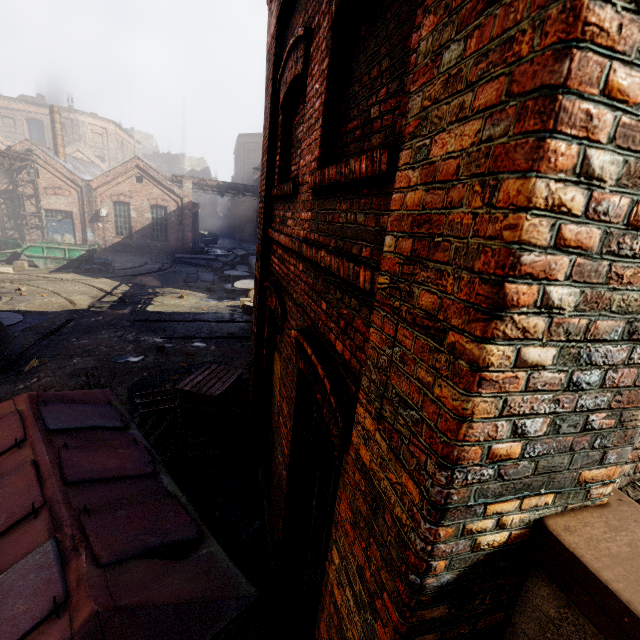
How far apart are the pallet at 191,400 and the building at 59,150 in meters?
28.0 m

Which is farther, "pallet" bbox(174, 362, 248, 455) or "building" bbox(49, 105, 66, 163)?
"building" bbox(49, 105, 66, 163)

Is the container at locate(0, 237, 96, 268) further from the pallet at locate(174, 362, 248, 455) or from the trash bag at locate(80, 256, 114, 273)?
the pallet at locate(174, 362, 248, 455)

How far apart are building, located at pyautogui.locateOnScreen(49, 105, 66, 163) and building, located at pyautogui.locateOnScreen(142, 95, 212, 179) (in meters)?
29.92

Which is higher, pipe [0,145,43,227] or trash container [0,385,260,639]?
pipe [0,145,43,227]

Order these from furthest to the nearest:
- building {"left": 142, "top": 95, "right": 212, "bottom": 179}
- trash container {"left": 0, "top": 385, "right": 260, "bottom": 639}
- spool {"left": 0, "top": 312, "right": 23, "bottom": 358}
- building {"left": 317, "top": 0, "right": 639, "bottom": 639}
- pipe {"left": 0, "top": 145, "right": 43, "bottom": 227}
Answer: building {"left": 142, "top": 95, "right": 212, "bottom": 179} → pipe {"left": 0, "top": 145, "right": 43, "bottom": 227} → spool {"left": 0, "top": 312, "right": 23, "bottom": 358} → trash container {"left": 0, "top": 385, "right": 260, "bottom": 639} → building {"left": 317, "top": 0, "right": 639, "bottom": 639}

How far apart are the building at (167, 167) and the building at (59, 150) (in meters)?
29.92

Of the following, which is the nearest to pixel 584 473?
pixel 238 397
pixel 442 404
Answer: pixel 442 404
